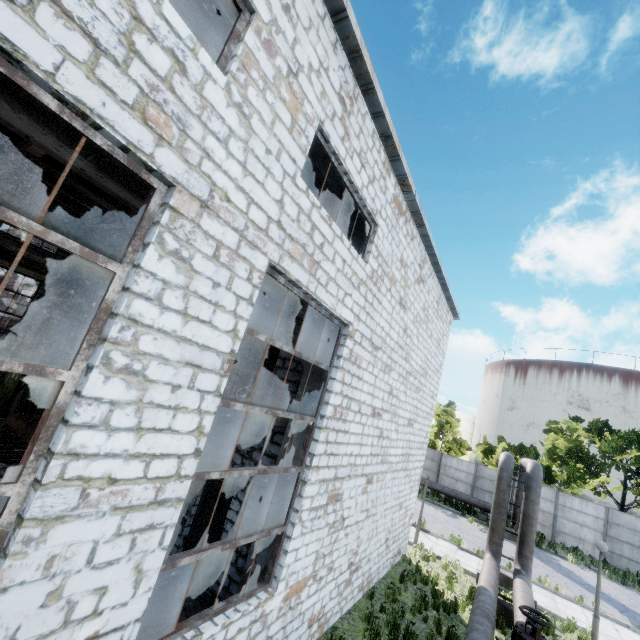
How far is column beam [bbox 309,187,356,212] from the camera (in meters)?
8.95

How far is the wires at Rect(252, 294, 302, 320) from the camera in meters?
8.9 m

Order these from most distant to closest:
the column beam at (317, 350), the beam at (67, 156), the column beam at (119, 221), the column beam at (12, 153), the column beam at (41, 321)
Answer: the column beam at (41, 321)
the column beam at (119, 221)
the column beam at (12, 153)
the column beam at (317, 350)
the beam at (67, 156)

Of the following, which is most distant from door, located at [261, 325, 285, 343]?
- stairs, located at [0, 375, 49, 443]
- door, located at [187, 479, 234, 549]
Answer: stairs, located at [0, 375, 49, 443]

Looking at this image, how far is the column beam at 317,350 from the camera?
7.5m

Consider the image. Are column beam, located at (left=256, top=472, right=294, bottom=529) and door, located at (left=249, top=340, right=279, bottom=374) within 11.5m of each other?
yes

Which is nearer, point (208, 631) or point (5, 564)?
point (5, 564)

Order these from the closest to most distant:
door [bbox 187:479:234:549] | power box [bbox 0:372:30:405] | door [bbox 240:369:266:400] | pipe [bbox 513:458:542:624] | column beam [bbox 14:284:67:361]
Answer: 1. door [bbox 187:479:234:549]
2. door [bbox 240:369:266:400]
3. pipe [bbox 513:458:542:624]
4. power box [bbox 0:372:30:405]
5. column beam [bbox 14:284:67:361]
